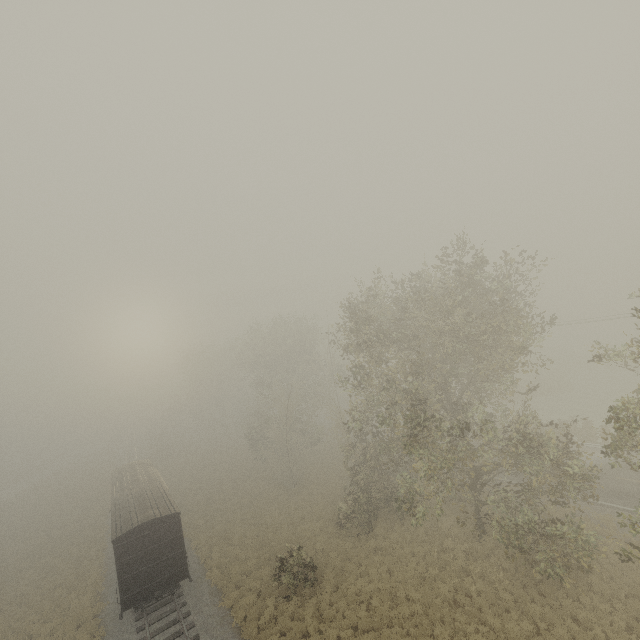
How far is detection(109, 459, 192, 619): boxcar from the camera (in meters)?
17.19

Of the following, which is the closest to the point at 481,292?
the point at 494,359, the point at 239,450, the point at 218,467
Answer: the point at 494,359

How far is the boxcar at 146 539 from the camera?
17.2m
